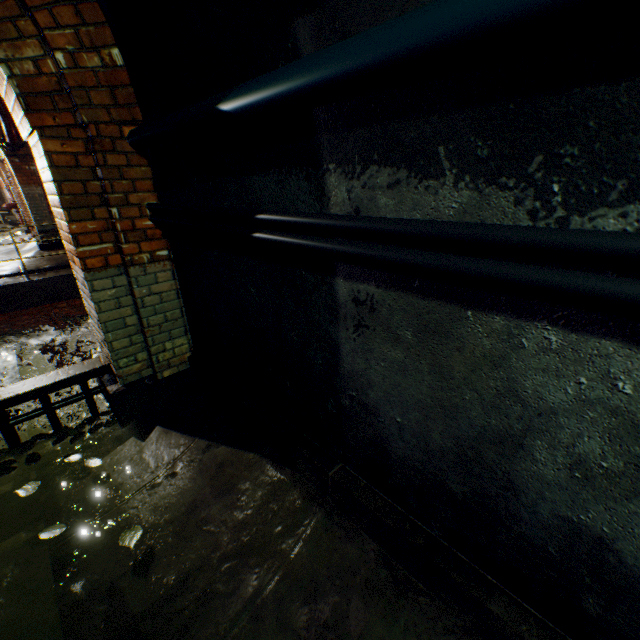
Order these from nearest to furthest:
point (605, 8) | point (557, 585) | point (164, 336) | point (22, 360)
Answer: point (605, 8), point (557, 585), point (164, 336), point (22, 360)

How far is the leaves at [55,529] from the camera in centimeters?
205cm

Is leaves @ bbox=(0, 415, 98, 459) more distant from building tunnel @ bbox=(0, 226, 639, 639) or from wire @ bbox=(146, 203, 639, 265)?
wire @ bbox=(146, 203, 639, 265)

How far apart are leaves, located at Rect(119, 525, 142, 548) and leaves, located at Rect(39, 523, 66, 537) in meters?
0.4 m

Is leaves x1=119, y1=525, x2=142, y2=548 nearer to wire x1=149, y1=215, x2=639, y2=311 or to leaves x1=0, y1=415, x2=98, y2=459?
leaves x1=0, y1=415, x2=98, y2=459

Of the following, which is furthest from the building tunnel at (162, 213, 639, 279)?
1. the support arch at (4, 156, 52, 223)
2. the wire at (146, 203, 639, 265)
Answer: the support arch at (4, 156, 52, 223)

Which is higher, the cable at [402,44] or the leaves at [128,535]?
Answer: the cable at [402,44]
